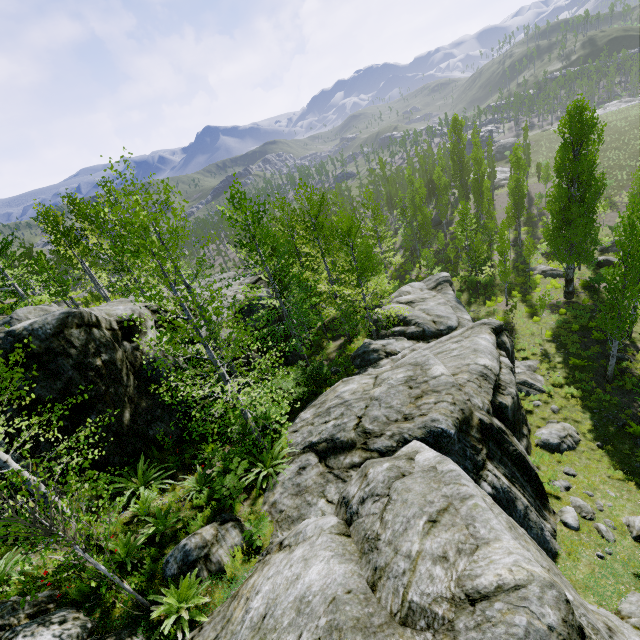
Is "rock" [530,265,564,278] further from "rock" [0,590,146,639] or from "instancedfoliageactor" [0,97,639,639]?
"rock" [0,590,146,639]

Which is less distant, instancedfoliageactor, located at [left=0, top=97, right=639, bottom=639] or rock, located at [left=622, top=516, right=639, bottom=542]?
instancedfoliageactor, located at [left=0, top=97, right=639, bottom=639]

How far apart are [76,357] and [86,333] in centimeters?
87cm

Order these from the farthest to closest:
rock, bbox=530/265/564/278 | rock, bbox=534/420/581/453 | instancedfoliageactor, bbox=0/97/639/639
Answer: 1. rock, bbox=530/265/564/278
2. rock, bbox=534/420/581/453
3. instancedfoliageactor, bbox=0/97/639/639

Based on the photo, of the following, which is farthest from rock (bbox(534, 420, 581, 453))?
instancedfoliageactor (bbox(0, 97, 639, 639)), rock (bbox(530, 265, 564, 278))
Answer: rock (bbox(530, 265, 564, 278))

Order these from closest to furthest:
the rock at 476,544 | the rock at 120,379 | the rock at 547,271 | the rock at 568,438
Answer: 1. the rock at 476,544
2. the rock at 120,379
3. the rock at 568,438
4. the rock at 547,271

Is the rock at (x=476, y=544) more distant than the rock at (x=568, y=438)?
No
